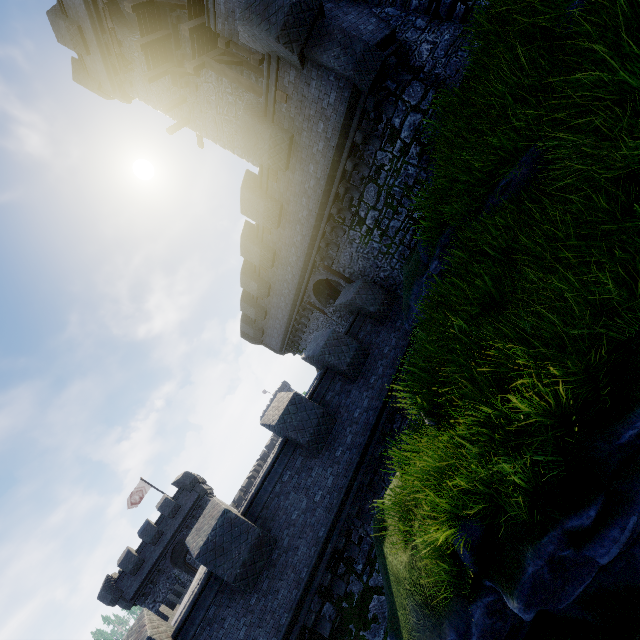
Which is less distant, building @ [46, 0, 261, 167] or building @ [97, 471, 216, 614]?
building @ [46, 0, 261, 167]

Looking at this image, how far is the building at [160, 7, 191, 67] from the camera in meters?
14.5 m

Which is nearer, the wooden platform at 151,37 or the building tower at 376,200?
the building tower at 376,200

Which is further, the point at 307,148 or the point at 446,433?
the point at 307,148

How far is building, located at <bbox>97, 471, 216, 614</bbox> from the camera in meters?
29.4 m

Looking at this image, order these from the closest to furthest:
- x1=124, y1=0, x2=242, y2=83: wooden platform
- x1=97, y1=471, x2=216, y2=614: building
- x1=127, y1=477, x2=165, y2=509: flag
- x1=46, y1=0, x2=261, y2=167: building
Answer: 1. x1=124, y1=0, x2=242, y2=83: wooden platform
2. x1=46, y1=0, x2=261, y2=167: building
3. x1=97, y1=471, x2=216, y2=614: building
4. x1=127, y1=477, x2=165, y2=509: flag

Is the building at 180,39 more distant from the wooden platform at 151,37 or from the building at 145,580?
the building at 145,580

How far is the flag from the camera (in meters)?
34.44
